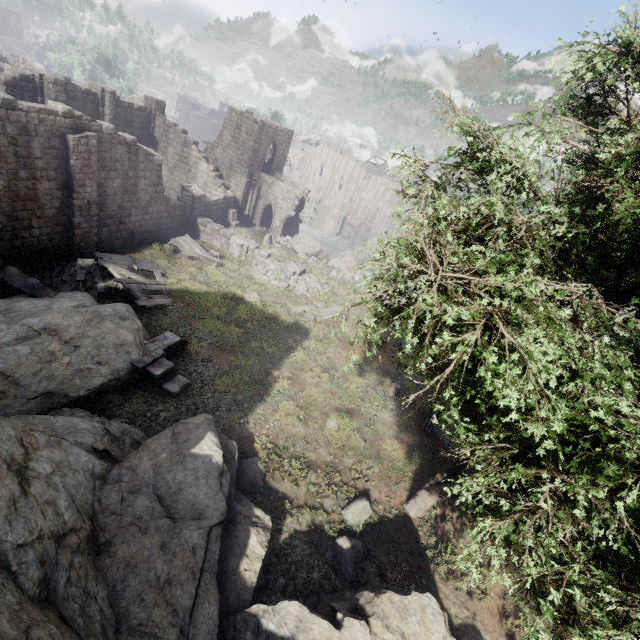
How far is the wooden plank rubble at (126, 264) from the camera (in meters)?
15.98

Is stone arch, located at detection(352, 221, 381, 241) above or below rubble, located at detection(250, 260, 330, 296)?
below

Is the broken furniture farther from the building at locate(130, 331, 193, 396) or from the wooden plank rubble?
the building at locate(130, 331, 193, 396)

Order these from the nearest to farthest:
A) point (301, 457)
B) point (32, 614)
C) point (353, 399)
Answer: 1. point (32, 614)
2. point (301, 457)
3. point (353, 399)

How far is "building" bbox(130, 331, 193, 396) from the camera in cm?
1202

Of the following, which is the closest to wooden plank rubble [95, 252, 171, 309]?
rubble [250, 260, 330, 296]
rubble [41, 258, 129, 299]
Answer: rubble [41, 258, 129, 299]

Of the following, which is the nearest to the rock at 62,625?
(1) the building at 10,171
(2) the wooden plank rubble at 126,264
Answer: (1) the building at 10,171

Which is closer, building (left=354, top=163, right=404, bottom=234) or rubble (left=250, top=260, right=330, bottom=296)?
rubble (left=250, top=260, right=330, bottom=296)
